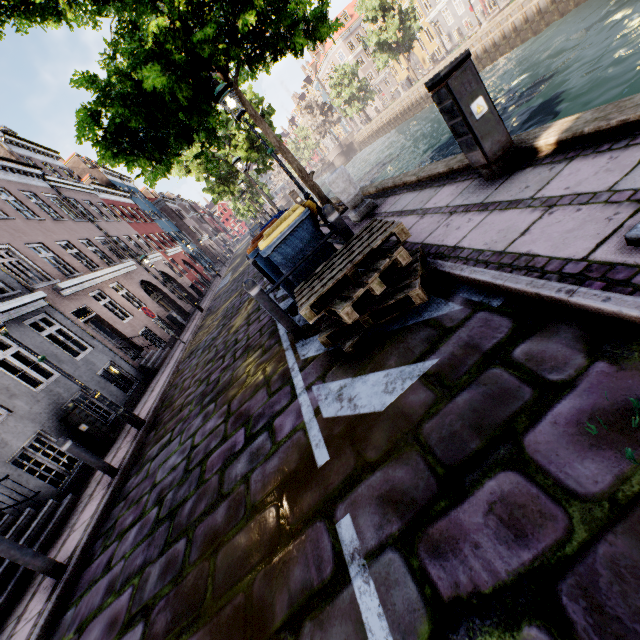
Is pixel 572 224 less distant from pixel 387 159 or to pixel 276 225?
pixel 276 225

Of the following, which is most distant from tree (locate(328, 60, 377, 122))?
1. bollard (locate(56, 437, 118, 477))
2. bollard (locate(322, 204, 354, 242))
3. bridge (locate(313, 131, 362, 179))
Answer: bollard (locate(56, 437, 118, 477))

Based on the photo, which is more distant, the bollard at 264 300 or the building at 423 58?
the building at 423 58

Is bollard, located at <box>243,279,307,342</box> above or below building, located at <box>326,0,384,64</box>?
below

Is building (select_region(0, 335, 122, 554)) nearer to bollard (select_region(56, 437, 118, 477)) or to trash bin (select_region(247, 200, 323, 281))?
bollard (select_region(56, 437, 118, 477))

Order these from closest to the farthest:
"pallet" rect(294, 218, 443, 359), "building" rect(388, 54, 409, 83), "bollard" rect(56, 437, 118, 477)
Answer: "pallet" rect(294, 218, 443, 359), "bollard" rect(56, 437, 118, 477), "building" rect(388, 54, 409, 83)

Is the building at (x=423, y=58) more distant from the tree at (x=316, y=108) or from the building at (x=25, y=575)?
the building at (x=25, y=575)

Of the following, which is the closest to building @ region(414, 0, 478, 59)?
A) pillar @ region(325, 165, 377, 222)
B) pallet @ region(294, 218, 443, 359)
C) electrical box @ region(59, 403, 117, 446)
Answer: pillar @ region(325, 165, 377, 222)
